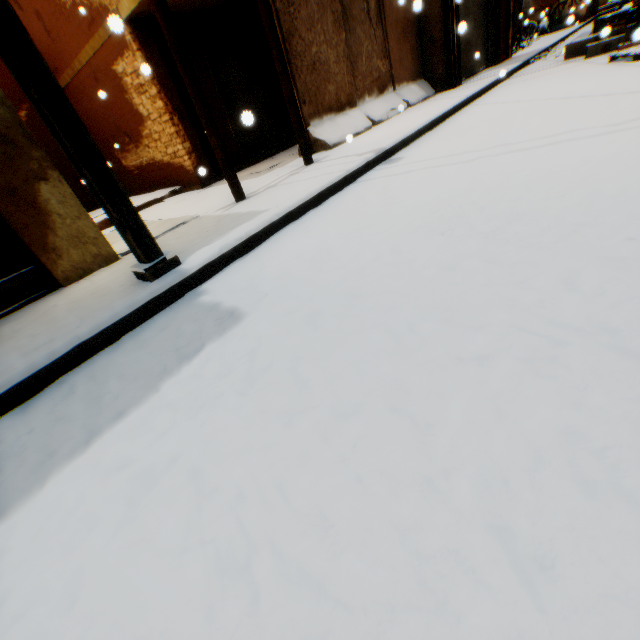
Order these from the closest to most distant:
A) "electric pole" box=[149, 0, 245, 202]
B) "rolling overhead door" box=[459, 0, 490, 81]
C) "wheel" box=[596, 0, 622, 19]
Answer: "electric pole" box=[149, 0, 245, 202]
"rolling overhead door" box=[459, 0, 490, 81]
"wheel" box=[596, 0, 622, 19]

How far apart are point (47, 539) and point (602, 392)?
2.2m

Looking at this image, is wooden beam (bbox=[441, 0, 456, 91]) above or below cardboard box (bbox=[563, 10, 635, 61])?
above

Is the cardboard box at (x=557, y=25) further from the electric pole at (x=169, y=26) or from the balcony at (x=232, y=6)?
the electric pole at (x=169, y=26)

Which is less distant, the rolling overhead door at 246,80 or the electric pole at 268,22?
the electric pole at 268,22

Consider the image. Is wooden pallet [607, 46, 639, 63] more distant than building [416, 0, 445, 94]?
No

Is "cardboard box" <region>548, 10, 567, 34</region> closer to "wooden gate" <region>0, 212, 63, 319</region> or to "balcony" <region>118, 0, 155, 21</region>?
"balcony" <region>118, 0, 155, 21</region>

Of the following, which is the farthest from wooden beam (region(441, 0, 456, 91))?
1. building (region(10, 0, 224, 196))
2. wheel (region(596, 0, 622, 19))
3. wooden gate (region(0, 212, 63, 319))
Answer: wheel (region(596, 0, 622, 19))
